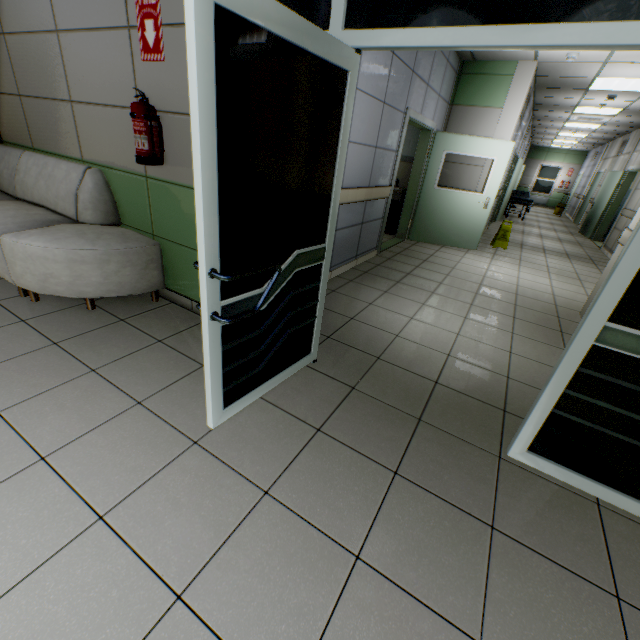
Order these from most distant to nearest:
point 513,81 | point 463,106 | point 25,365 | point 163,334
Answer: point 463,106 → point 513,81 → point 163,334 → point 25,365

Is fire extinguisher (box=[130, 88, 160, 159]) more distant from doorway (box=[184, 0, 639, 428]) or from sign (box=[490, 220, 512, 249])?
sign (box=[490, 220, 512, 249])

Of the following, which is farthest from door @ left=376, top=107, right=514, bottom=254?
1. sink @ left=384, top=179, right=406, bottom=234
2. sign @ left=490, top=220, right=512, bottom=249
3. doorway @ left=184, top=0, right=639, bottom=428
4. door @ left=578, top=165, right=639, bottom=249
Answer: door @ left=578, top=165, right=639, bottom=249

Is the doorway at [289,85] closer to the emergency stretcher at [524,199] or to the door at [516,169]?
the door at [516,169]

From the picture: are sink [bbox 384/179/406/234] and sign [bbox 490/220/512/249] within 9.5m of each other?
yes

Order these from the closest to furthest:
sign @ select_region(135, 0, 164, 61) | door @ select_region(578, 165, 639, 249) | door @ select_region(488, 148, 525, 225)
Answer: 1. sign @ select_region(135, 0, 164, 61)
2. door @ select_region(578, 165, 639, 249)
3. door @ select_region(488, 148, 525, 225)

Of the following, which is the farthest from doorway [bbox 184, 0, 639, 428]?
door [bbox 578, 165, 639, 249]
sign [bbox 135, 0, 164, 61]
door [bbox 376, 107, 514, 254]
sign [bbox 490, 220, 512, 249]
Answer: door [bbox 578, 165, 639, 249]

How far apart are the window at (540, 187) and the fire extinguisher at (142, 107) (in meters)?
24.33
